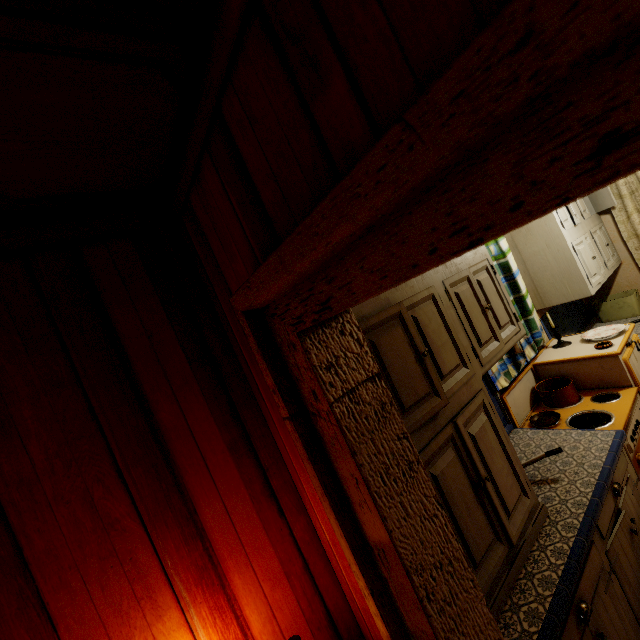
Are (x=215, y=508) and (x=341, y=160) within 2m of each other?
yes

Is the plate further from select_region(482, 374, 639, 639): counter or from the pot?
select_region(482, 374, 639, 639): counter

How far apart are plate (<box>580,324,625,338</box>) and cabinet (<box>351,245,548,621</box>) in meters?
1.2 m

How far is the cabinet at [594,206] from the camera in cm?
285

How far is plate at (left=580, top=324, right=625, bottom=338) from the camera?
2.6m

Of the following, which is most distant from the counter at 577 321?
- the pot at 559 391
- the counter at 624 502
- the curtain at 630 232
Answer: the counter at 624 502

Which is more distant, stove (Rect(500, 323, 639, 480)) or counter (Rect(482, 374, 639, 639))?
stove (Rect(500, 323, 639, 480))

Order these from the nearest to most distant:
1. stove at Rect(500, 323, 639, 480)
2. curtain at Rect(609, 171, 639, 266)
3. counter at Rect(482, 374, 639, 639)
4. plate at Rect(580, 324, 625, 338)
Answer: counter at Rect(482, 374, 639, 639)
stove at Rect(500, 323, 639, 480)
plate at Rect(580, 324, 625, 338)
curtain at Rect(609, 171, 639, 266)
